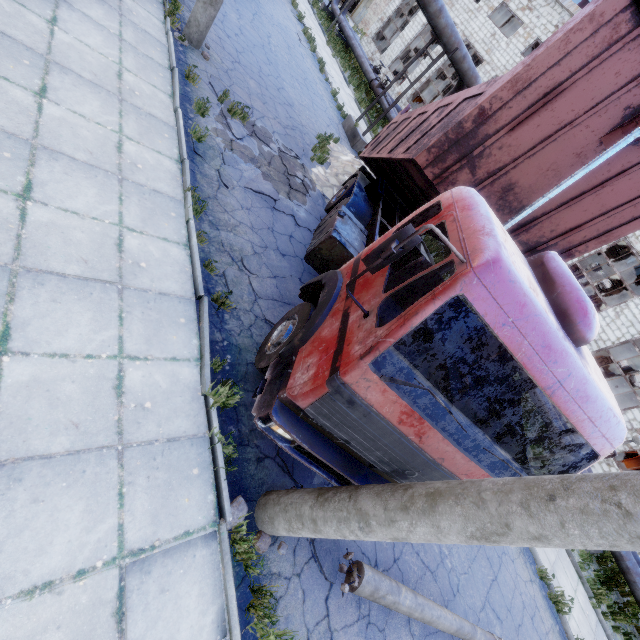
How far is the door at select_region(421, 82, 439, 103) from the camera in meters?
36.6

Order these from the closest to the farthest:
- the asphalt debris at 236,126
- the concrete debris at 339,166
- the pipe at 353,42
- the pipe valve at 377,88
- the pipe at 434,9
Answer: the asphalt debris at 236,126
the concrete debris at 339,166
the pipe at 434,9
the pipe valve at 377,88
the pipe at 353,42

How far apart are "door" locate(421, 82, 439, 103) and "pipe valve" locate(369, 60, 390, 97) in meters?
18.6

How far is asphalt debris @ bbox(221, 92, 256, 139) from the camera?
7.9 meters

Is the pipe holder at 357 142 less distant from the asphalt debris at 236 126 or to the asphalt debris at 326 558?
the asphalt debris at 236 126

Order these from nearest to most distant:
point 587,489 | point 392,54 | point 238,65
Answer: point 587,489
point 238,65
point 392,54

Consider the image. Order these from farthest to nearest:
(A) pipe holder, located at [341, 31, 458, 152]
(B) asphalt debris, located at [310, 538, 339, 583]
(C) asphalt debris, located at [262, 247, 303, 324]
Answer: (A) pipe holder, located at [341, 31, 458, 152], (C) asphalt debris, located at [262, 247, 303, 324], (B) asphalt debris, located at [310, 538, 339, 583]
